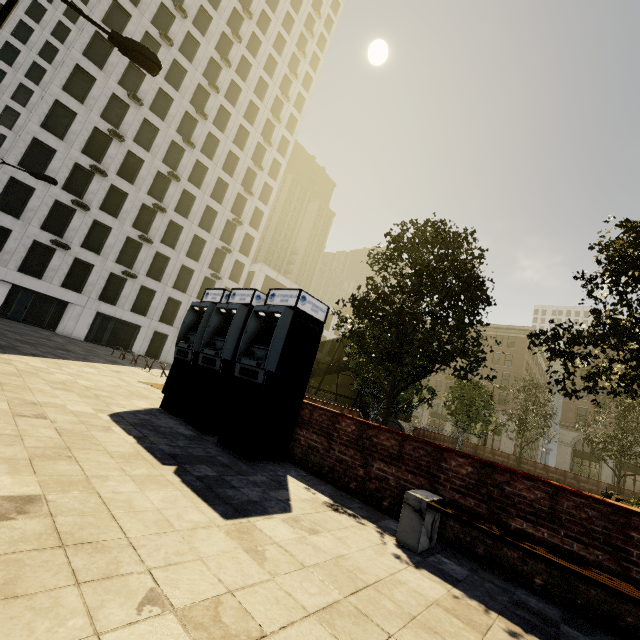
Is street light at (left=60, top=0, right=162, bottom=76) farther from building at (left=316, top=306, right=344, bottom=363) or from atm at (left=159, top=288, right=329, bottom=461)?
building at (left=316, top=306, right=344, bottom=363)

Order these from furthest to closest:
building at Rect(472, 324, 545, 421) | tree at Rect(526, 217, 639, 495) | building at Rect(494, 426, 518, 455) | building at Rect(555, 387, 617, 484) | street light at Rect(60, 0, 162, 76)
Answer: building at Rect(472, 324, 545, 421), building at Rect(494, 426, 518, 455), building at Rect(555, 387, 617, 484), street light at Rect(60, 0, 162, 76), tree at Rect(526, 217, 639, 495)

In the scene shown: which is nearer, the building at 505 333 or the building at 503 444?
the building at 503 444

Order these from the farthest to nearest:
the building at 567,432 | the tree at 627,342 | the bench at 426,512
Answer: the building at 567,432 → the tree at 627,342 → the bench at 426,512

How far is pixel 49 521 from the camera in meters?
2.4 m

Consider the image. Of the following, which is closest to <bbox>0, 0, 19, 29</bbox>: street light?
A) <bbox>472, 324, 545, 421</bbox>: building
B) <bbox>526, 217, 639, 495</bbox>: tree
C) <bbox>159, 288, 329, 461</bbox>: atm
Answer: <bbox>526, 217, 639, 495</bbox>: tree

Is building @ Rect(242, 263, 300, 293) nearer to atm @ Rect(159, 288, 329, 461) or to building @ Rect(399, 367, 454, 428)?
building @ Rect(399, 367, 454, 428)

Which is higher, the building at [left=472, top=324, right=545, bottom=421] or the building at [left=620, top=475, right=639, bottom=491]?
the building at [left=472, top=324, right=545, bottom=421]
